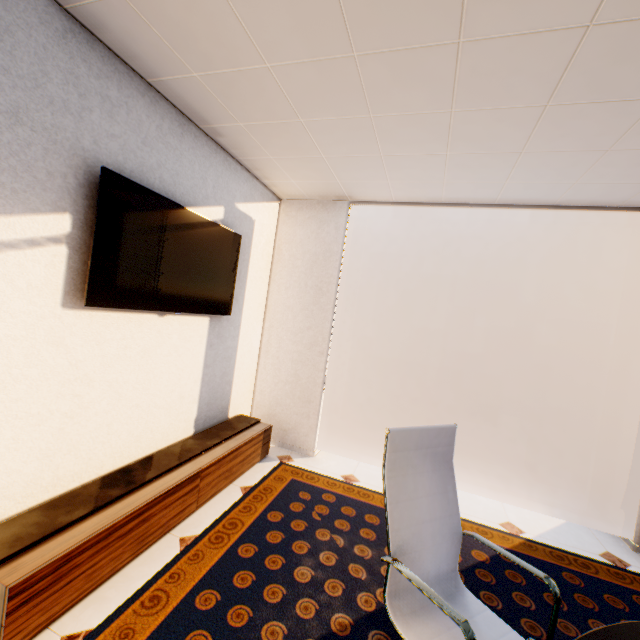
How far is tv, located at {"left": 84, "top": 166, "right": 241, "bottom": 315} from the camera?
1.89m

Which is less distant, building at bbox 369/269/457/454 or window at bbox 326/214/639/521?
window at bbox 326/214/639/521

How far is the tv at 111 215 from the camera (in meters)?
1.89

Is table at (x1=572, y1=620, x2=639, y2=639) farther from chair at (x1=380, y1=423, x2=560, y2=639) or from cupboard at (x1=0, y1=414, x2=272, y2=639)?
cupboard at (x1=0, y1=414, x2=272, y2=639)

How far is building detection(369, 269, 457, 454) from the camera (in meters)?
56.50

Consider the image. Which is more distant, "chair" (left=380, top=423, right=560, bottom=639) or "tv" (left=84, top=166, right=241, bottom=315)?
"tv" (left=84, top=166, right=241, bottom=315)

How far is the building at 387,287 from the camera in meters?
56.5

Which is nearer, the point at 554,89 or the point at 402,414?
the point at 554,89
